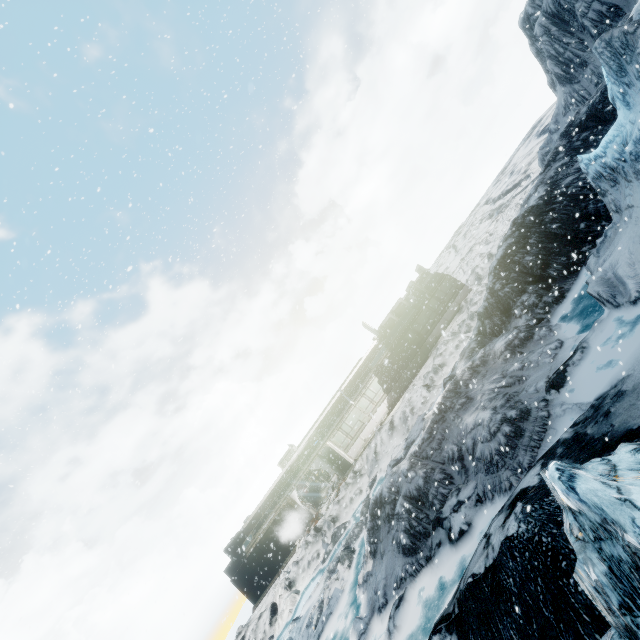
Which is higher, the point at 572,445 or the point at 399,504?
the point at 399,504
